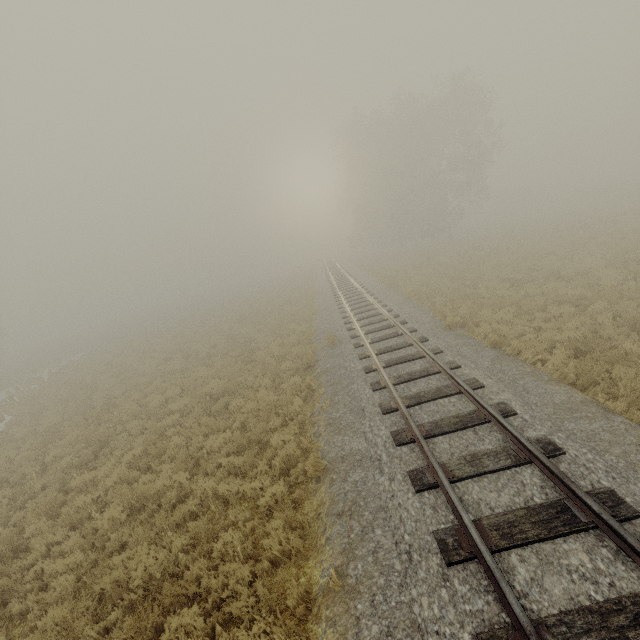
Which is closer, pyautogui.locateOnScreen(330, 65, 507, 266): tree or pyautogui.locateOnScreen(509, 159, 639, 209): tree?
pyautogui.locateOnScreen(509, 159, 639, 209): tree

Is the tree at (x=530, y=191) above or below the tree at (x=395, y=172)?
below

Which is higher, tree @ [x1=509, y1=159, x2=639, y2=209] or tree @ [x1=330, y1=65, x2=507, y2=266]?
tree @ [x1=330, y1=65, x2=507, y2=266]

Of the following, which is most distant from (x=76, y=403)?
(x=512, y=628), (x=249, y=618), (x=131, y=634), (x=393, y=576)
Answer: (x=512, y=628)

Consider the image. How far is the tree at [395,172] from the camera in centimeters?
3366cm

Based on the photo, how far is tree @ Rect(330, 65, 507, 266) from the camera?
33.7m
